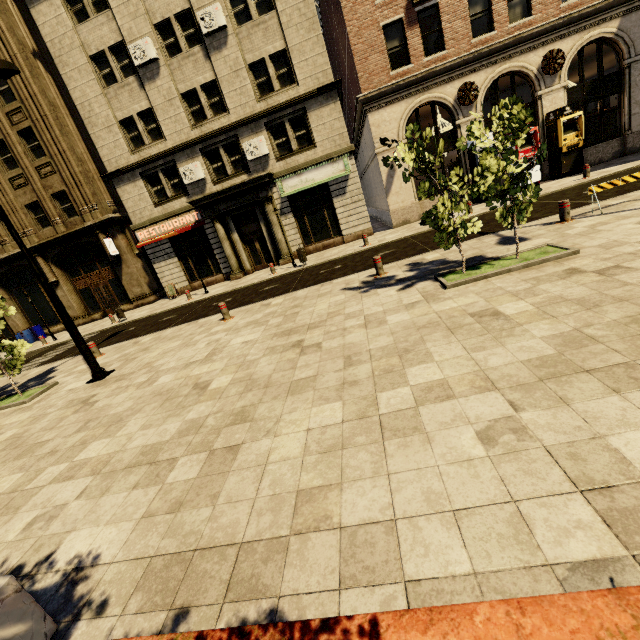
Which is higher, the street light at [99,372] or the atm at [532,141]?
the atm at [532,141]

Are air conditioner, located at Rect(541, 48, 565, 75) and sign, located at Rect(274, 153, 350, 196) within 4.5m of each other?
no

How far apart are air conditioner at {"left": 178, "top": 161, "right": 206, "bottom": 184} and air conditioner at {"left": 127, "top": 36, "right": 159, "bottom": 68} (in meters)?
5.02

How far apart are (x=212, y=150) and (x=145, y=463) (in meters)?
18.77

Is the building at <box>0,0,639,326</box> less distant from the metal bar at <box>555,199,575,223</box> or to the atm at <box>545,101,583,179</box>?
the atm at <box>545,101,583,179</box>

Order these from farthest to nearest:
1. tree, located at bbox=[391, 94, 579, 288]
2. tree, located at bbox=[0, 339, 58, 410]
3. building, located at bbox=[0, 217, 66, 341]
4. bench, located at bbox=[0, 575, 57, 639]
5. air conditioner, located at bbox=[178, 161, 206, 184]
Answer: building, located at bbox=[0, 217, 66, 341]
air conditioner, located at bbox=[178, 161, 206, 184]
tree, located at bbox=[0, 339, 58, 410]
tree, located at bbox=[391, 94, 579, 288]
bench, located at bbox=[0, 575, 57, 639]

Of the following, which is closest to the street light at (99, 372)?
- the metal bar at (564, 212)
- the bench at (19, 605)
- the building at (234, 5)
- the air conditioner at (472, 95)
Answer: the bench at (19, 605)

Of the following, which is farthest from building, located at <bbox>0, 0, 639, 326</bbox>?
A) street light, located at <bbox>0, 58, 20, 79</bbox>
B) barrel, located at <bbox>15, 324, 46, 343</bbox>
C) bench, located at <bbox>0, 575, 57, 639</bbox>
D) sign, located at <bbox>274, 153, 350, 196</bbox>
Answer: bench, located at <bbox>0, 575, 57, 639</bbox>
